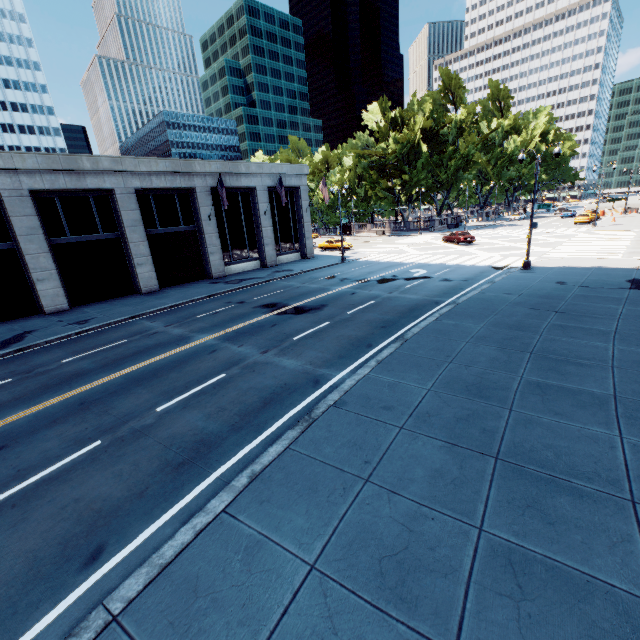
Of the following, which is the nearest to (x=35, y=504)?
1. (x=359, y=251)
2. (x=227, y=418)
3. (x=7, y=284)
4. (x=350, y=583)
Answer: (x=227, y=418)

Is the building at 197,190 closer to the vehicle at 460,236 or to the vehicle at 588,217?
the vehicle at 460,236

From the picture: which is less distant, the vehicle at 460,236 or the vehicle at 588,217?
the vehicle at 460,236

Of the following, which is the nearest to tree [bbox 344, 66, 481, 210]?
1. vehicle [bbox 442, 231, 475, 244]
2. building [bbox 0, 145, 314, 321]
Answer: vehicle [bbox 442, 231, 475, 244]

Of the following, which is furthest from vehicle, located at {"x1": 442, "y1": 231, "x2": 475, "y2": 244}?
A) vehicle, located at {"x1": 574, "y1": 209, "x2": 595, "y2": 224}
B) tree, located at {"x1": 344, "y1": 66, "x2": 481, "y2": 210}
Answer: vehicle, located at {"x1": 574, "y1": 209, "x2": 595, "y2": 224}

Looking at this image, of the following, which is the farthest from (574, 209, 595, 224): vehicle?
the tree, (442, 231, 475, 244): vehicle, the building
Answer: the building

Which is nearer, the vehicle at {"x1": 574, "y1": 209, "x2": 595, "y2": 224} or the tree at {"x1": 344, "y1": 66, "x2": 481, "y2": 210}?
the vehicle at {"x1": 574, "y1": 209, "x2": 595, "y2": 224}

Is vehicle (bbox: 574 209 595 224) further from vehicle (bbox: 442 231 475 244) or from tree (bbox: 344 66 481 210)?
vehicle (bbox: 442 231 475 244)
